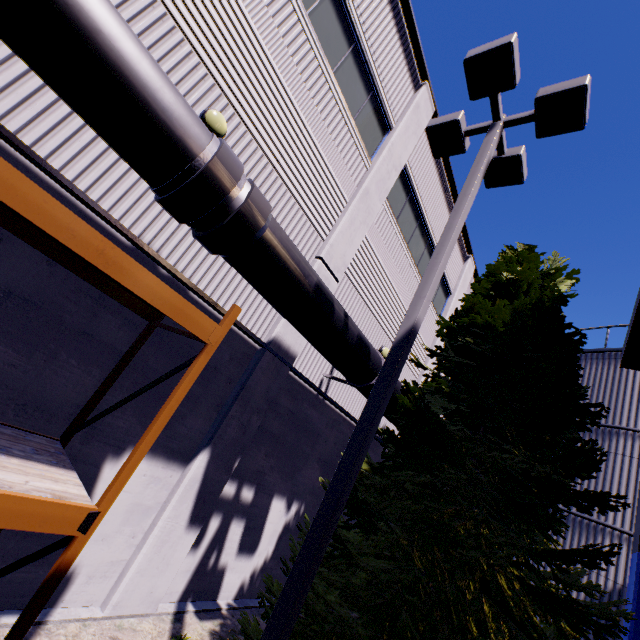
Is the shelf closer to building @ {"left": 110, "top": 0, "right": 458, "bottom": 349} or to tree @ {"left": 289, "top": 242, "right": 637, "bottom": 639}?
building @ {"left": 110, "top": 0, "right": 458, "bottom": 349}

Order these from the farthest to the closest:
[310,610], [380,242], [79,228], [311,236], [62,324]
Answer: [380,242]
[311,236]
[62,324]
[310,610]
[79,228]

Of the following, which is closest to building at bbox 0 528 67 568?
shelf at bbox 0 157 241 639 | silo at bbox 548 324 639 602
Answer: shelf at bbox 0 157 241 639

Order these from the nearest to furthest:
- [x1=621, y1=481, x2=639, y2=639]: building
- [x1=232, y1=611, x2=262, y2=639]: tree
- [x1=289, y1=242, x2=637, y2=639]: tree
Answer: [x1=289, y1=242, x2=637, y2=639]: tree
[x1=232, y1=611, x2=262, y2=639]: tree
[x1=621, y1=481, x2=639, y2=639]: building

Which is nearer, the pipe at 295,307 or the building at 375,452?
the pipe at 295,307

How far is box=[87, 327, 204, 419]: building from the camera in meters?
4.9 m

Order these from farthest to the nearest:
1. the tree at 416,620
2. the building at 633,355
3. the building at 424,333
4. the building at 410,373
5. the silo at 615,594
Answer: the building at 424,333, the building at 410,373, the silo at 615,594, the building at 633,355, the tree at 416,620

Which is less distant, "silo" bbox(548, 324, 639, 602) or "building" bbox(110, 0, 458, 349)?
"building" bbox(110, 0, 458, 349)
